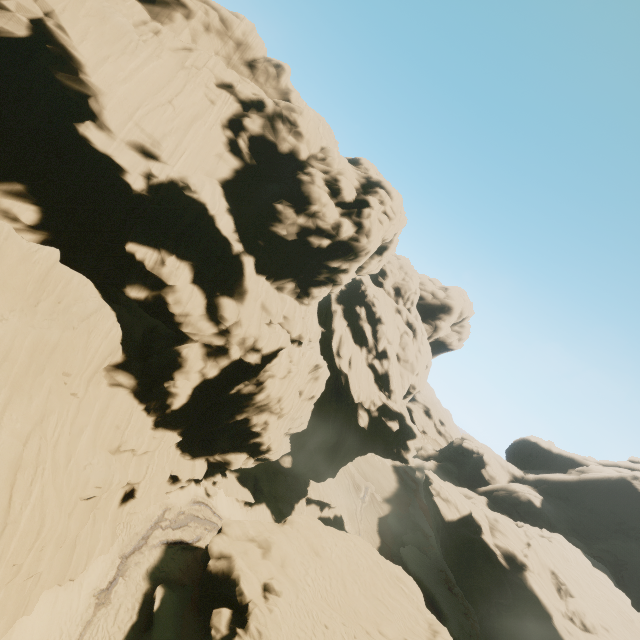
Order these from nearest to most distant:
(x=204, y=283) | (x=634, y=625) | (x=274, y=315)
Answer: (x=204, y=283) < (x=274, y=315) < (x=634, y=625)

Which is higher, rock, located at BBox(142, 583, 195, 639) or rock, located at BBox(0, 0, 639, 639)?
rock, located at BBox(0, 0, 639, 639)

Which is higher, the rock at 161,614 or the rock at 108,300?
the rock at 108,300
